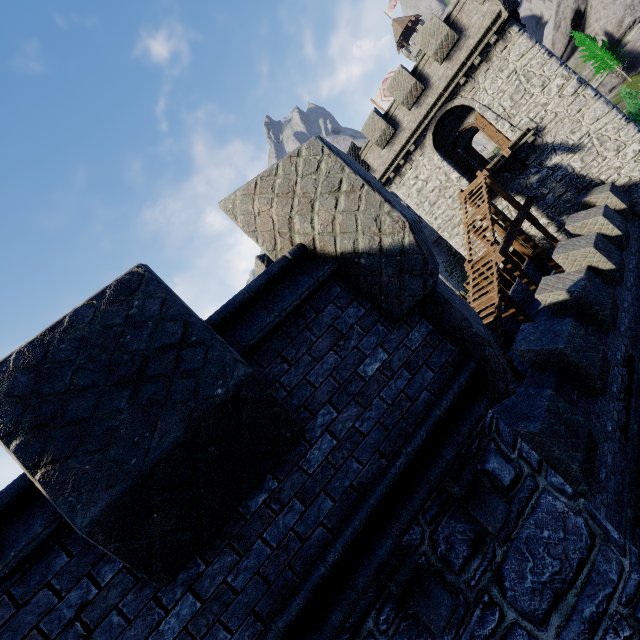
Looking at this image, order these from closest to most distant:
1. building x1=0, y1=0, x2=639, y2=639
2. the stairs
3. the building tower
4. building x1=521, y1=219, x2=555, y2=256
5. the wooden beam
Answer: building x1=0, y1=0, x2=639, y2=639 → the stairs → the wooden beam → building x1=521, y1=219, x2=555, y2=256 → the building tower

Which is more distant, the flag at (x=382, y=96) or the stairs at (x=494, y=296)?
the flag at (x=382, y=96)

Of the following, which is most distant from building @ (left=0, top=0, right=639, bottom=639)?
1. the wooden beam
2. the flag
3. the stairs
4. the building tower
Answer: the building tower

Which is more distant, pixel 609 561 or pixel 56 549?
pixel 609 561

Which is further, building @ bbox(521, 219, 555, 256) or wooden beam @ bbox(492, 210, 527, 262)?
building @ bbox(521, 219, 555, 256)

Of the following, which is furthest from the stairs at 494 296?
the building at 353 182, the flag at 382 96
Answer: the flag at 382 96

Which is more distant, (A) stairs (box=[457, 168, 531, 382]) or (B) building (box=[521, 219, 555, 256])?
(B) building (box=[521, 219, 555, 256])

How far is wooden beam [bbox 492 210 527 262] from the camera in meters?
13.2 m
